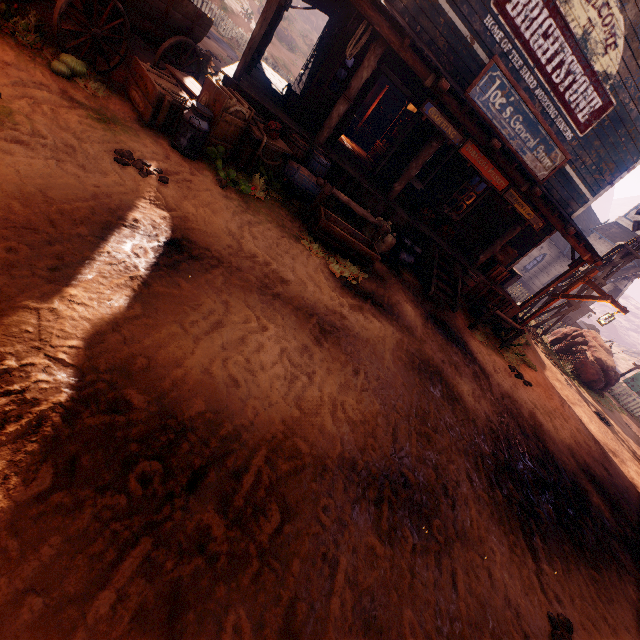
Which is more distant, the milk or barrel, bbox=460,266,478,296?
barrel, bbox=460,266,478,296

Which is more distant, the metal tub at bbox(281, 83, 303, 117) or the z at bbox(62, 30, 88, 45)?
the metal tub at bbox(281, 83, 303, 117)

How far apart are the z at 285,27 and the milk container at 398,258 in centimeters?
3023cm

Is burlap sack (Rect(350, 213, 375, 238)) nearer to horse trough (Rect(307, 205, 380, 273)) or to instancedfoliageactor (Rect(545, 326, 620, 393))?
horse trough (Rect(307, 205, 380, 273))

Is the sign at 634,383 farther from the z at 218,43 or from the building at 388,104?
the building at 388,104

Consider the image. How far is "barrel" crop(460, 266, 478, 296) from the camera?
9.98m

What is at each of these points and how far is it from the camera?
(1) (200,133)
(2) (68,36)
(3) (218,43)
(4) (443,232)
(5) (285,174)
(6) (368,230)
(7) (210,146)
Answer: (1) milk, 5.13m
(2) z, 5.41m
(3) z, 17.33m
(4) log pile, 11.14m
(5) barrel, 6.92m
(6) burlap sack, 8.50m
(7) wooden box, 5.68m

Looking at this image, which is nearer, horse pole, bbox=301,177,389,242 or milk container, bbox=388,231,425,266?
horse pole, bbox=301,177,389,242
